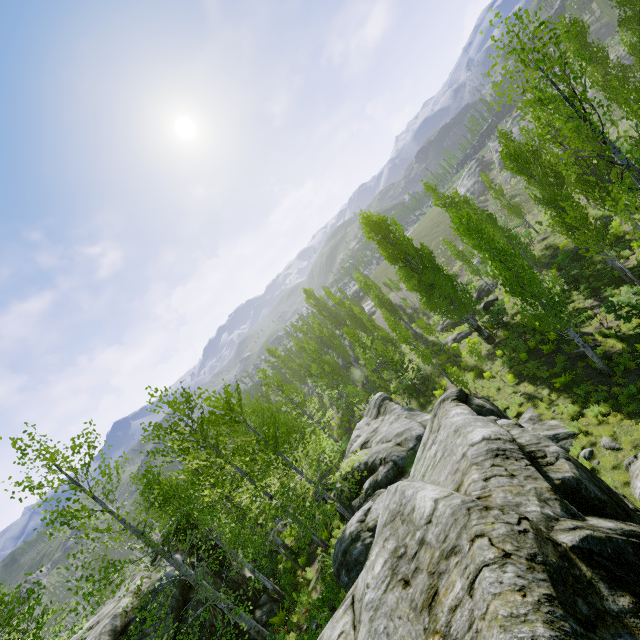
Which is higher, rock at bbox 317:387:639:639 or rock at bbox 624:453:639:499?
rock at bbox 317:387:639:639

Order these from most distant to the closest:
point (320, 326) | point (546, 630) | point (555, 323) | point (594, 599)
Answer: point (320, 326) < point (555, 323) < point (594, 599) < point (546, 630)

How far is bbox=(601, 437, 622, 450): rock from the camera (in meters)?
10.31

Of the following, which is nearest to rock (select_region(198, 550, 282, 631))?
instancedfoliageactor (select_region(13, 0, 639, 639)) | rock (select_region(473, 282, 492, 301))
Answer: instancedfoliageactor (select_region(13, 0, 639, 639))

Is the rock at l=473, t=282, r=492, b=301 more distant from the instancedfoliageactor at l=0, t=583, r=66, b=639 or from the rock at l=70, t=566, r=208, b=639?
the rock at l=70, t=566, r=208, b=639

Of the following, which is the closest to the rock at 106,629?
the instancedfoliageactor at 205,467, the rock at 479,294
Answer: the instancedfoliageactor at 205,467

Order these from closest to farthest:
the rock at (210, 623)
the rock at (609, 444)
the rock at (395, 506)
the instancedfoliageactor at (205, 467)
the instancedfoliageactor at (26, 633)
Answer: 1. the rock at (395, 506)
2. the instancedfoliageactor at (26, 633)
3. the instancedfoliageactor at (205, 467)
4. the rock at (609, 444)
5. the rock at (210, 623)
